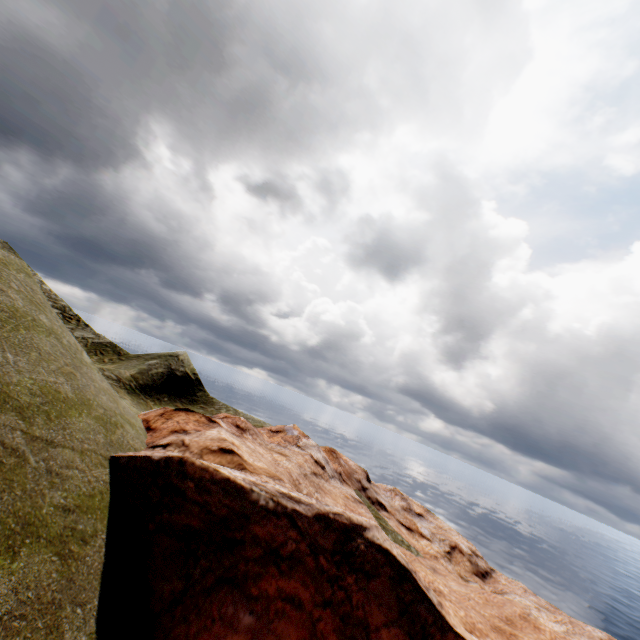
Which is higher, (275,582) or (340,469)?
(340,469)
